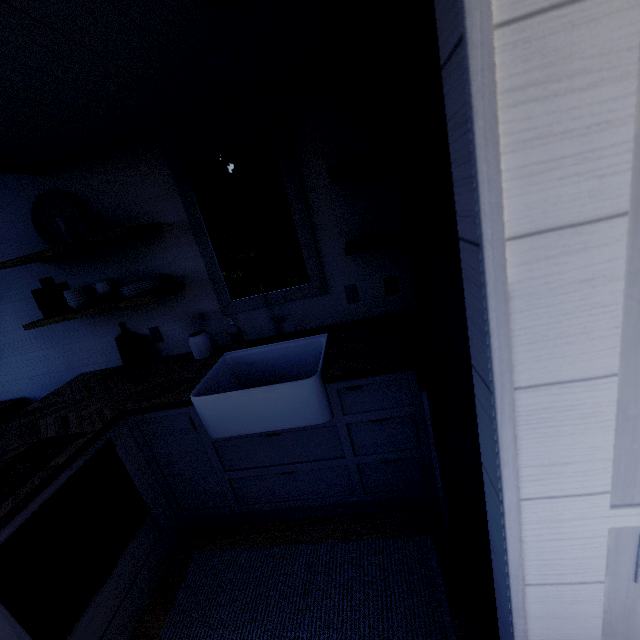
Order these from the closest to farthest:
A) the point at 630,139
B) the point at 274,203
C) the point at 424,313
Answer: the point at 630,139, the point at 424,313, the point at 274,203
